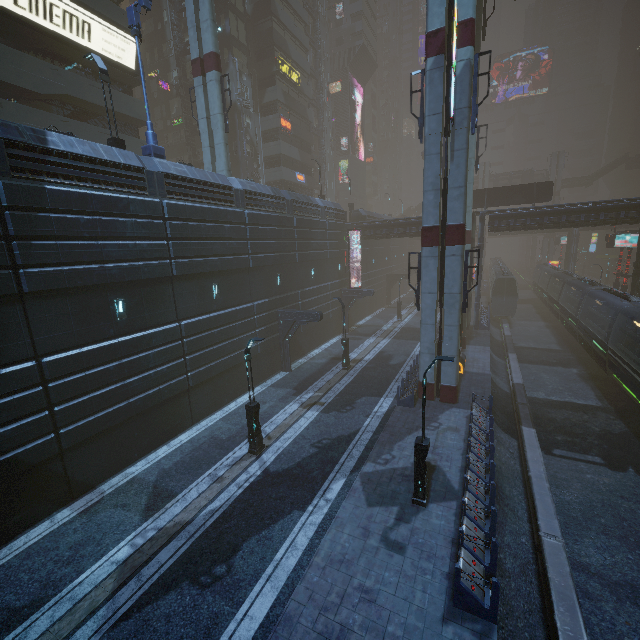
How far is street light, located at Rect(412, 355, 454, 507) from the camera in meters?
10.6

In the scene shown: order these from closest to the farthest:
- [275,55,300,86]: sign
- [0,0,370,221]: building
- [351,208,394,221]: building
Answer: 1. [0,0,370,221]: building
2. [275,55,300,86]: sign
3. [351,208,394,221]: building

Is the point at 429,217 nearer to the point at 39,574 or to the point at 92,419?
the point at 92,419

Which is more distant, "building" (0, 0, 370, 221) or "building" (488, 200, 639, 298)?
"building" (488, 200, 639, 298)

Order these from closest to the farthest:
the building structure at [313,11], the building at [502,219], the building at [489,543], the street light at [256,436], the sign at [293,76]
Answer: the building at [489,543]
the street light at [256,436]
the building at [502,219]
the sign at [293,76]
the building structure at [313,11]

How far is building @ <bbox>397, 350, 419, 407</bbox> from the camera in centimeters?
1861cm

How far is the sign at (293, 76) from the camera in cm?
3794

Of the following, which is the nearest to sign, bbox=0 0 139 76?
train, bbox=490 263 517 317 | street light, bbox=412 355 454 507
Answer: street light, bbox=412 355 454 507
